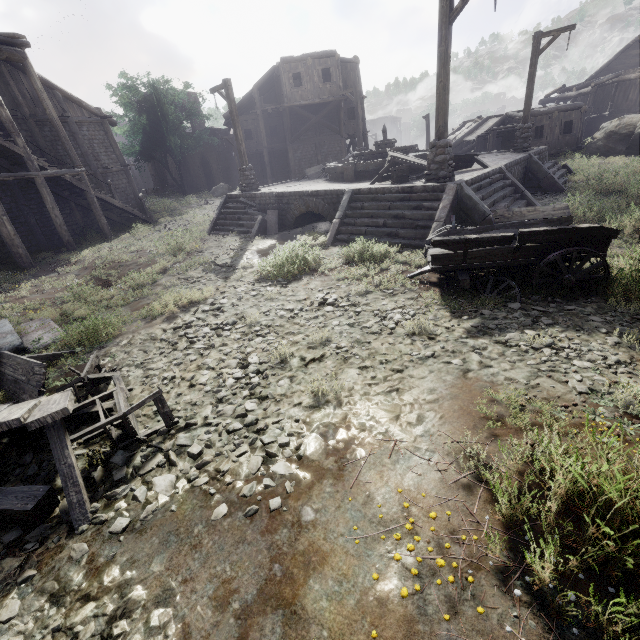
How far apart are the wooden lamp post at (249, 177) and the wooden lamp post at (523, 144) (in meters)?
13.03

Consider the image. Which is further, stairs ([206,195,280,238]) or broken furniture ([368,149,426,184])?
stairs ([206,195,280,238])

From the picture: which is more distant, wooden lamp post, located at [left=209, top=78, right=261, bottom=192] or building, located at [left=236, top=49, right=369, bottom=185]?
building, located at [left=236, top=49, right=369, bottom=185]

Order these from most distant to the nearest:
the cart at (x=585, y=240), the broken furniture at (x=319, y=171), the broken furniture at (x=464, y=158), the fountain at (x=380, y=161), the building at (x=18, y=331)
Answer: the broken furniture at (x=319, y=171) < the fountain at (x=380, y=161) < the broken furniture at (x=464, y=158) < the building at (x=18, y=331) < the cart at (x=585, y=240)

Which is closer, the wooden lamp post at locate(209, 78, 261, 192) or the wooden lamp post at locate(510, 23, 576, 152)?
the wooden lamp post at locate(510, 23, 576, 152)

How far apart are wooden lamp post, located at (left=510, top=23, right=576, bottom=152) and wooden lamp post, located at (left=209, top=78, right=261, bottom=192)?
13.0 meters

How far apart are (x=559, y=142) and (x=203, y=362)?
32.8m

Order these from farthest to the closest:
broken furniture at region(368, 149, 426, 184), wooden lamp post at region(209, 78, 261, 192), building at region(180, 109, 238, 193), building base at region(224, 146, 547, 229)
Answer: building at region(180, 109, 238, 193)
wooden lamp post at region(209, 78, 261, 192)
broken furniture at region(368, 149, 426, 184)
building base at region(224, 146, 547, 229)
